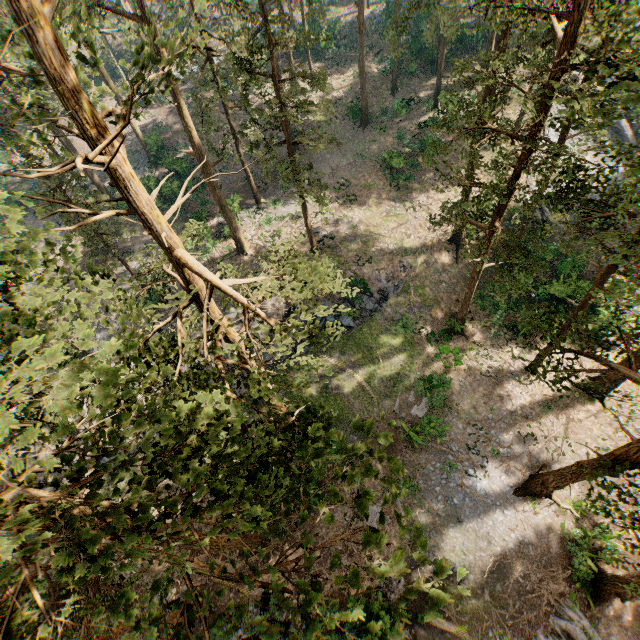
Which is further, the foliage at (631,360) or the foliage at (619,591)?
the foliage at (619,591)

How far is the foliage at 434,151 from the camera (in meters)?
15.62

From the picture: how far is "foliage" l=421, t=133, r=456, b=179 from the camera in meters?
15.6 m

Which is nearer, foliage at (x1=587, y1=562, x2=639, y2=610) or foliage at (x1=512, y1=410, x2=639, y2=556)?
foliage at (x1=512, y1=410, x2=639, y2=556)

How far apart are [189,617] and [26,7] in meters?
10.0

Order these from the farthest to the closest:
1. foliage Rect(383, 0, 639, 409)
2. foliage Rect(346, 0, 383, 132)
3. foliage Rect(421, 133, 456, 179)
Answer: foliage Rect(346, 0, 383, 132)
foliage Rect(421, 133, 456, 179)
foliage Rect(383, 0, 639, 409)
